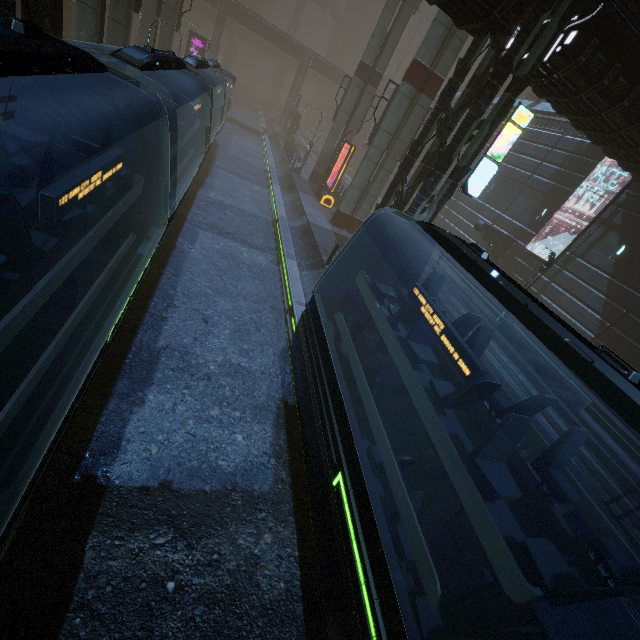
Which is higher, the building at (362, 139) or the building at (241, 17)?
the building at (241, 17)

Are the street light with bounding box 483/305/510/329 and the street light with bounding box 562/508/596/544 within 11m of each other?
no

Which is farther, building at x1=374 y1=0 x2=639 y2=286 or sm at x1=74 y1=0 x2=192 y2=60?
sm at x1=74 y1=0 x2=192 y2=60

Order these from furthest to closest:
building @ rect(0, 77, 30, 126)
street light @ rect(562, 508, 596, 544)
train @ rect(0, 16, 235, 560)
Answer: building @ rect(0, 77, 30, 126) < street light @ rect(562, 508, 596, 544) < train @ rect(0, 16, 235, 560)

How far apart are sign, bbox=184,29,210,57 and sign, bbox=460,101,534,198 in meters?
39.8 m

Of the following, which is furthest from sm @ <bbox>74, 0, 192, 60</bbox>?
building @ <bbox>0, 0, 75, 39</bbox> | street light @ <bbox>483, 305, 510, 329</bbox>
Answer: street light @ <bbox>483, 305, 510, 329</bbox>

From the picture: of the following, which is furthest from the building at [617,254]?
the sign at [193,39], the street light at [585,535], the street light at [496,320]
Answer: the street light at [496,320]

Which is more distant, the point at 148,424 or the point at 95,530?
the point at 148,424
